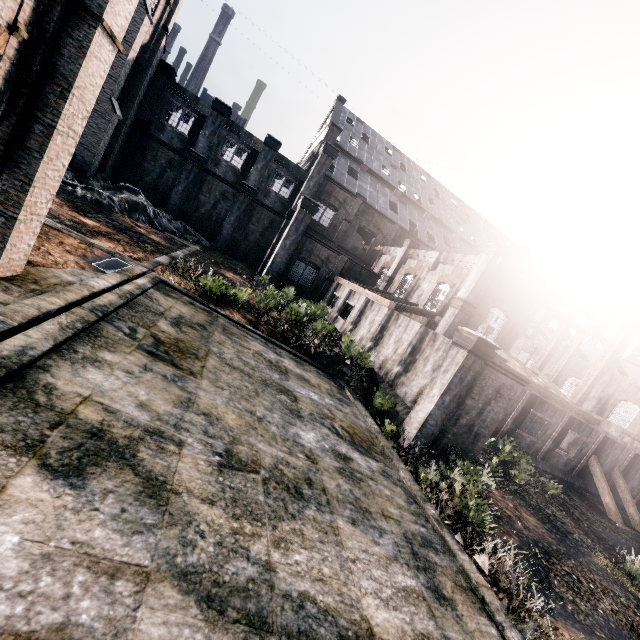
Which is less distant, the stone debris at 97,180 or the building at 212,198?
the building at 212,198

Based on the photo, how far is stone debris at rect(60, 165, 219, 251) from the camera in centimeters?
2581cm

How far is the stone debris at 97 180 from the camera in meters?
25.8

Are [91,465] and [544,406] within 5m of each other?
no

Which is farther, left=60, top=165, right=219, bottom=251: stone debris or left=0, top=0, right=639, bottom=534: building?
left=60, top=165, right=219, bottom=251: stone debris
